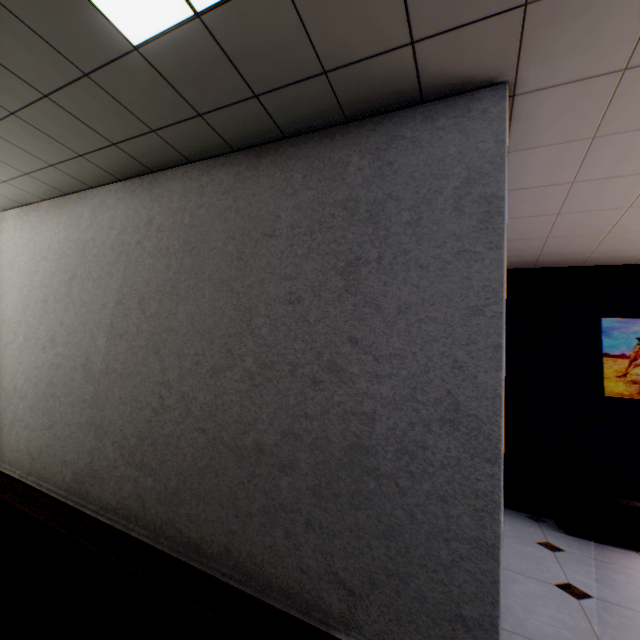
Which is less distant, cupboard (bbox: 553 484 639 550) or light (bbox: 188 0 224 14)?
light (bbox: 188 0 224 14)

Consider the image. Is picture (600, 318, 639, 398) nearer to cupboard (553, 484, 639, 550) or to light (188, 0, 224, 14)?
cupboard (553, 484, 639, 550)

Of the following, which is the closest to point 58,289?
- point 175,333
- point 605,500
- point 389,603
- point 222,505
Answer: point 175,333

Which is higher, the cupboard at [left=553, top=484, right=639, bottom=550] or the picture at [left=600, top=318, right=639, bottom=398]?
the picture at [left=600, top=318, right=639, bottom=398]

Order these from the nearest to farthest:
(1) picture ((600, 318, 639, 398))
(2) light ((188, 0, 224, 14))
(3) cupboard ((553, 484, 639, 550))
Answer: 1. (2) light ((188, 0, 224, 14))
2. (3) cupboard ((553, 484, 639, 550))
3. (1) picture ((600, 318, 639, 398))

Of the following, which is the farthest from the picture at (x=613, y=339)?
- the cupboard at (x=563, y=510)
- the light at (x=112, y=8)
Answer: the light at (x=112, y=8)

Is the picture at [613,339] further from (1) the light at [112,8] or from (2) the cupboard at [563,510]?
A: (1) the light at [112,8]
